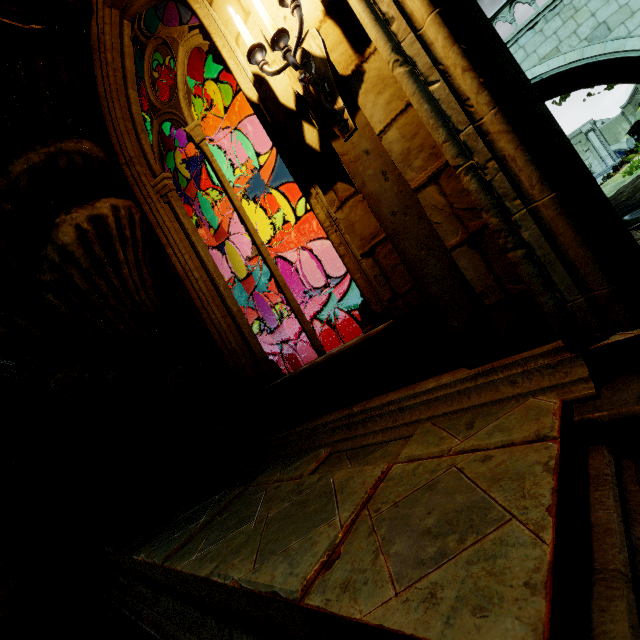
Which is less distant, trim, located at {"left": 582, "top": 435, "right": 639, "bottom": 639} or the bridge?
trim, located at {"left": 582, "top": 435, "right": 639, "bottom": 639}

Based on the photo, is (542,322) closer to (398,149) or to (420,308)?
(420,308)

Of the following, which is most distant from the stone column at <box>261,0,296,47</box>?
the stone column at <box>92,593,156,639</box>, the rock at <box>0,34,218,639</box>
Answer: the rock at <box>0,34,218,639</box>

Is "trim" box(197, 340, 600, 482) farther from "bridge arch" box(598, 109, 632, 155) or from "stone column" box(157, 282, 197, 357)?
"bridge arch" box(598, 109, 632, 155)

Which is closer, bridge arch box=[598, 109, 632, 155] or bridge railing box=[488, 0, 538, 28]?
bridge railing box=[488, 0, 538, 28]

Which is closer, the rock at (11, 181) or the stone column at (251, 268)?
the rock at (11, 181)

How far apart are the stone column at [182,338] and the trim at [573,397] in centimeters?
130cm

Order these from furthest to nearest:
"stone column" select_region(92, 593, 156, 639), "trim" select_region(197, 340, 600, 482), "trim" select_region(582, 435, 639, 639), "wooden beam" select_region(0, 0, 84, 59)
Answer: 1. "wooden beam" select_region(0, 0, 84, 59)
2. "stone column" select_region(92, 593, 156, 639)
3. "trim" select_region(197, 340, 600, 482)
4. "trim" select_region(582, 435, 639, 639)
